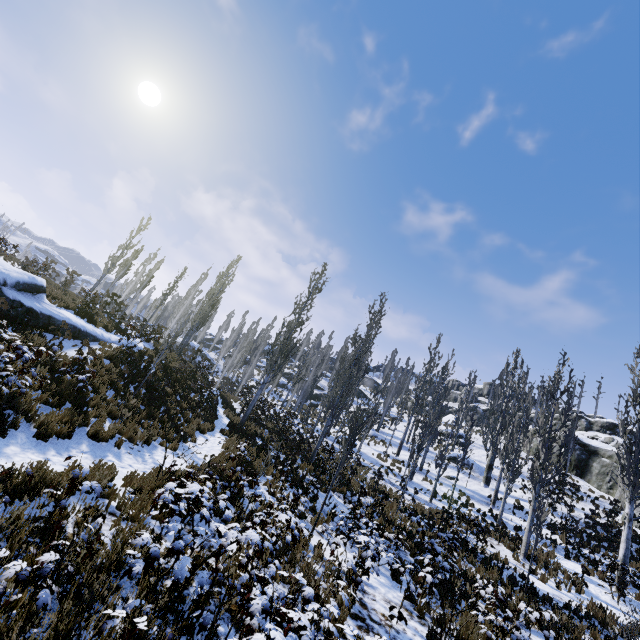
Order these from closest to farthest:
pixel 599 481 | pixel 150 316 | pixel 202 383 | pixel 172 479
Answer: pixel 172 479 < pixel 202 383 < pixel 150 316 < pixel 599 481

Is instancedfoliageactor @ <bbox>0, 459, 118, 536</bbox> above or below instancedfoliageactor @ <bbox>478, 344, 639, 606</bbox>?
below

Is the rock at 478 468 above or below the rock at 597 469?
below

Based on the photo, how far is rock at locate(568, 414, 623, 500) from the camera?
29.0m

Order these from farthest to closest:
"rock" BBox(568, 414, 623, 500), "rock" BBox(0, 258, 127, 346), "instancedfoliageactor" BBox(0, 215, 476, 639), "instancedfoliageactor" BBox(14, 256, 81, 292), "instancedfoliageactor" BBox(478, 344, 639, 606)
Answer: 1. "rock" BBox(568, 414, 623, 500)
2. "instancedfoliageactor" BBox(14, 256, 81, 292)
3. "instancedfoliageactor" BBox(478, 344, 639, 606)
4. "rock" BBox(0, 258, 127, 346)
5. "instancedfoliageactor" BBox(0, 215, 476, 639)

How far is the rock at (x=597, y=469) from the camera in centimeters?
2905cm

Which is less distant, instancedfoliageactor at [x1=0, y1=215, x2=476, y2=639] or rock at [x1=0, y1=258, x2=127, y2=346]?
instancedfoliageactor at [x1=0, y1=215, x2=476, y2=639]

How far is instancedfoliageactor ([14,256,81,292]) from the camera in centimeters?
1841cm
